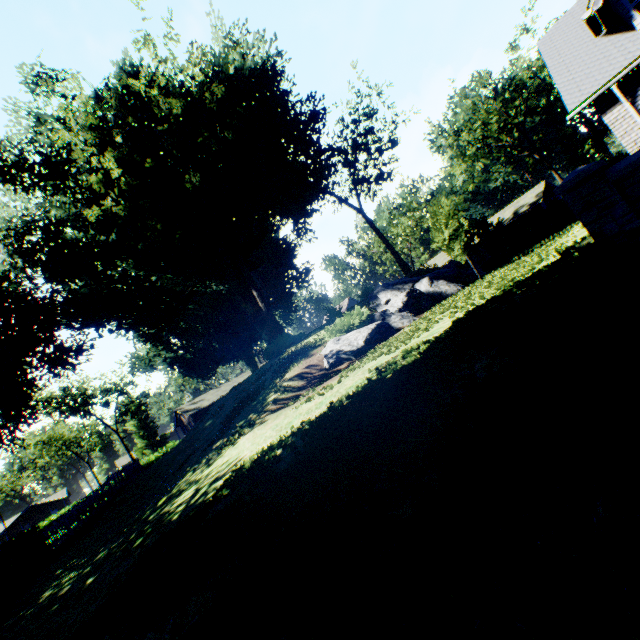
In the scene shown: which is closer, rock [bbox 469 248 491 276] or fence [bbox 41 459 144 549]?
fence [bbox 41 459 144 549]

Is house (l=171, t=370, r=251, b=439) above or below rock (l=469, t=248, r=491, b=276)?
above

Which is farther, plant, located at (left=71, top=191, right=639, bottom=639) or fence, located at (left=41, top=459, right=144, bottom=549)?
fence, located at (left=41, top=459, right=144, bottom=549)

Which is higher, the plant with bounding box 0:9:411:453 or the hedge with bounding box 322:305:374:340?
the plant with bounding box 0:9:411:453

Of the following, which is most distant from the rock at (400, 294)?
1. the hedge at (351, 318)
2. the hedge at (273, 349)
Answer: the hedge at (273, 349)

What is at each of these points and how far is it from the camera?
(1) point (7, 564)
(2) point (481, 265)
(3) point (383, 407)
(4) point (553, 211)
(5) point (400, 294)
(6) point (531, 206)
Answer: (1) hedge, 11.9 meters
(2) rock, 30.6 meters
(3) plant, 4.2 meters
(4) hedge, 29.3 meters
(5) rock, 19.1 meters
(6) house, 37.1 meters

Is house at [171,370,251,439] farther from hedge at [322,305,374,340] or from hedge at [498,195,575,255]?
hedge at [322,305,374,340]

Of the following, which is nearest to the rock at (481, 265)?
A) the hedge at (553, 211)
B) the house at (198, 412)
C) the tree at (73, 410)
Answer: the hedge at (553, 211)
